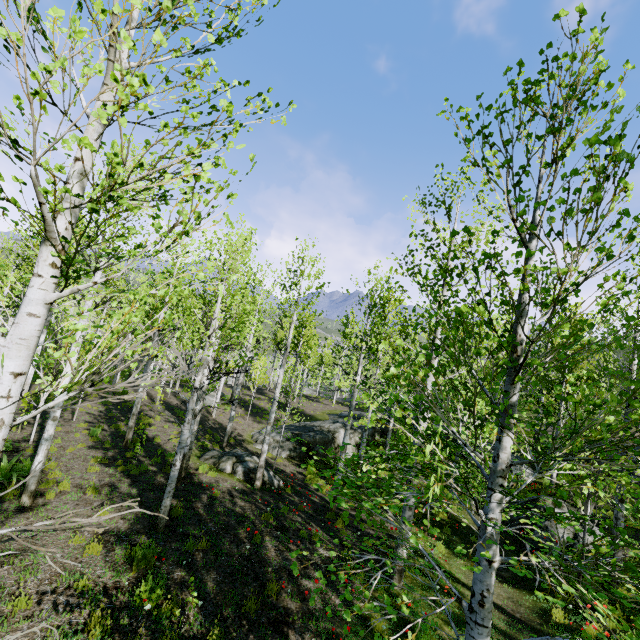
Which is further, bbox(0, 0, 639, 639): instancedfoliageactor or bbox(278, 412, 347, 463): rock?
bbox(278, 412, 347, 463): rock

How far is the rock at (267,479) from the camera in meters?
12.3

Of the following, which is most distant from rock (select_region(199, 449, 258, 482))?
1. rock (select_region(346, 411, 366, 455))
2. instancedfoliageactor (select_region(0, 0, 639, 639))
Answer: instancedfoliageactor (select_region(0, 0, 639, 639))

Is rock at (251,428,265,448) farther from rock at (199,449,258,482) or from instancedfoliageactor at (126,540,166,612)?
instancedfoliageactor at (126,540,166,612)

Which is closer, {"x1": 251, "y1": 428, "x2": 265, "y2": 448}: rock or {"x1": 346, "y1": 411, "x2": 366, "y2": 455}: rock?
{"x1": 251, "y1": 428, "x2": 265, "y2": 448}: rock

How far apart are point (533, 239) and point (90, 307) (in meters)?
9.53

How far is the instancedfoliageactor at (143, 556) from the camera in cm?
543
